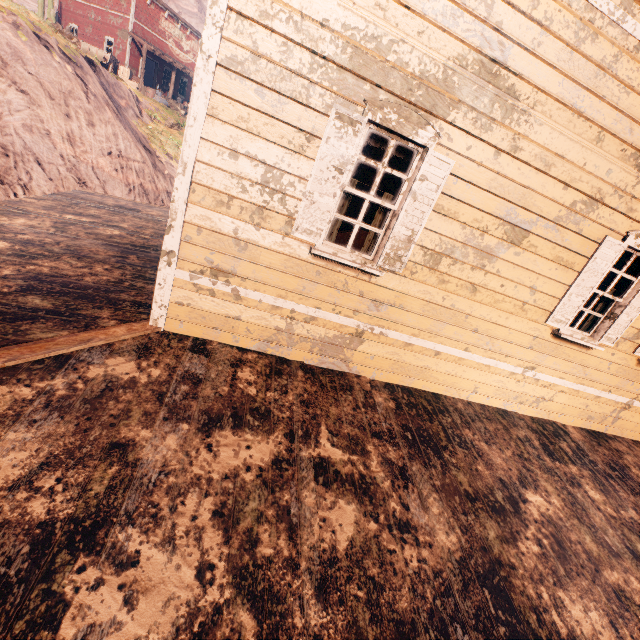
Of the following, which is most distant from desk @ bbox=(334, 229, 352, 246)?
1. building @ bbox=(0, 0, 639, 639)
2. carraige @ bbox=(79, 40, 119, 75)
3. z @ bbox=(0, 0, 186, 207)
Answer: carraige @ bbox=(79, 40, 119, 75)

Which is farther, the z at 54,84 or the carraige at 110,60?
the carraige at 110,60

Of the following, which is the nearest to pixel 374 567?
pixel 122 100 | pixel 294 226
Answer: pixel 294 226

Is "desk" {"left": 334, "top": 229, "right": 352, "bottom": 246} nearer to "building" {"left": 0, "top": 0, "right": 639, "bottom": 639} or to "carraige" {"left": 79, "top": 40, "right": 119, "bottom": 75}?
"building" {"left": 0, "top": 0, "right": 639, "bottom": 639}

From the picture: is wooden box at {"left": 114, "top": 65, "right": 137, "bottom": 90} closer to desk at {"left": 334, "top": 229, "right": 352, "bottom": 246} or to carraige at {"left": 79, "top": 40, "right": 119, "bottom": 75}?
→ carraige at {"left": 79, "top": 40, "right": 119, "bottom": 75}

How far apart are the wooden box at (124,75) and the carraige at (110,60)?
0.04m

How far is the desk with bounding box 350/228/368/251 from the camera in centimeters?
402cm
